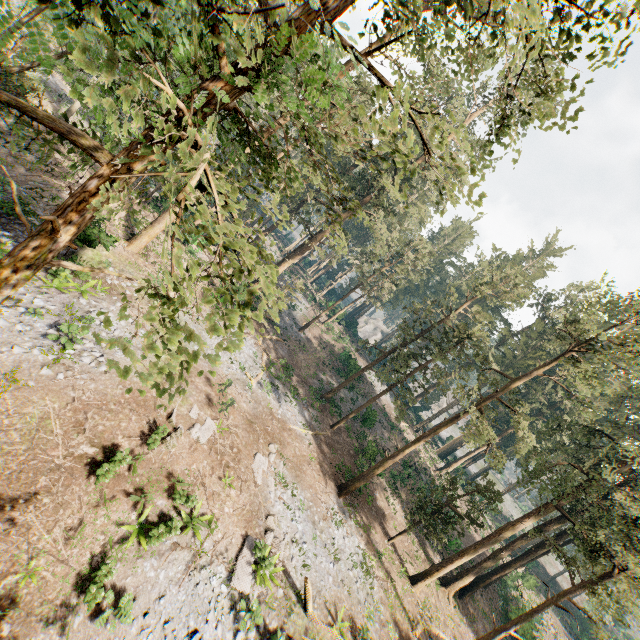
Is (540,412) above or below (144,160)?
above

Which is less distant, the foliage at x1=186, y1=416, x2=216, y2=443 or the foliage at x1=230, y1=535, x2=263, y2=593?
the foliage at x1=230, y1=535, x2=263, y2=593

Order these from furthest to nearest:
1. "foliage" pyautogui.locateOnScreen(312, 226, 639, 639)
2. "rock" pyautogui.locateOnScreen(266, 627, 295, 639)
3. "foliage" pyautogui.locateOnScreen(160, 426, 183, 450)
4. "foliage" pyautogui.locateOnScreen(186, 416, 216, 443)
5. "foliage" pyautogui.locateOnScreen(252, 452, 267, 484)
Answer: "foliage" pyautogui.locateOnScreen(312, 226, 639, 639) < "foliage" pyautogui.locateOnScreen(252, 452, 267, 484) < "foliage" pyautogui.locateOnScreen(186, 416, 216, 443) < "foliage" pyautogui.locateOnScreen(160, 426, 183, 450) < "rock" pyautogui.locateOnScreen(266, 627, 295, 639)

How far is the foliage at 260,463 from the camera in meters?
17.5 m

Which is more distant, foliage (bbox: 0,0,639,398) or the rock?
the rock

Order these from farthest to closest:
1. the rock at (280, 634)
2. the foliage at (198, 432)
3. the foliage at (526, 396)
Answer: the foliage at (526, 396) → the foliage at (198, 432) → the rock at (280, 634)

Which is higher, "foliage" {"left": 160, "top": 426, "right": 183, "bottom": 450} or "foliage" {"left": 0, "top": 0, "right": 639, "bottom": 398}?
"foliage" {"left": 0, "top": 0, "right": 639, "bottom": 398}

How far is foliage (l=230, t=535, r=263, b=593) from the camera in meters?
12.9
